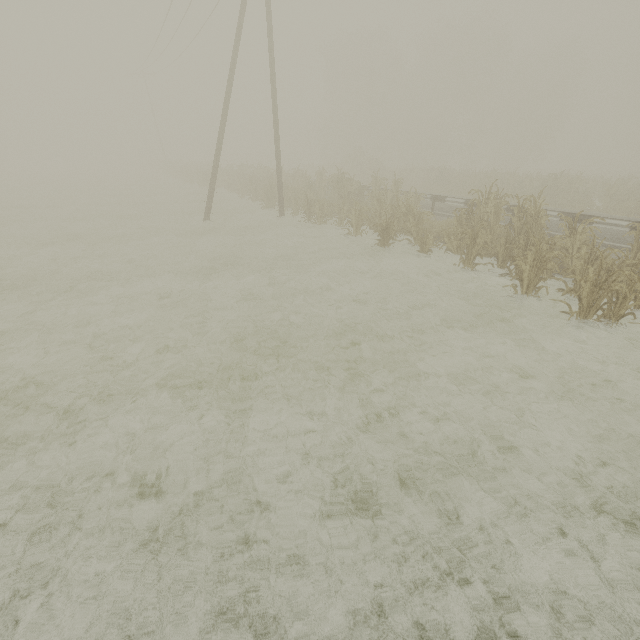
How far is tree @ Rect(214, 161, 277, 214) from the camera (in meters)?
19.02

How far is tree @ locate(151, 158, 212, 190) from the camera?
30.33m

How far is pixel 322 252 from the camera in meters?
12.7

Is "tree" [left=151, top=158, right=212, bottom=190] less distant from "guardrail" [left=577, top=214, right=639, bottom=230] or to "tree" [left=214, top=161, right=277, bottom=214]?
"guardrail" [left=577, top=214, right=639, bottom=230]

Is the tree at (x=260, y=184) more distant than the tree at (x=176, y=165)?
No

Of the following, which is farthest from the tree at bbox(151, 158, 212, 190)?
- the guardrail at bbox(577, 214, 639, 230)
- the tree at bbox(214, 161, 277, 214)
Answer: the tree at bbox(214, 161, 277, 214)

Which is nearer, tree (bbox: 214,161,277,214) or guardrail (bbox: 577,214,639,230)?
guardrail (bbox: 577,214,639,230)

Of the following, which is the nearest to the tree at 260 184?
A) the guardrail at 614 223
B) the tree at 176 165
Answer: the guardrail at 614 223
